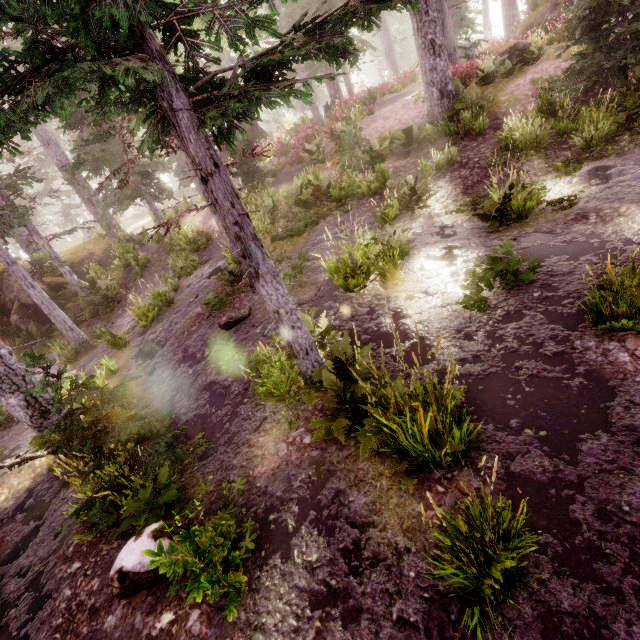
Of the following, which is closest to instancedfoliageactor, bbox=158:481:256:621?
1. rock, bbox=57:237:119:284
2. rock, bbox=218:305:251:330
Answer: rock, bbox=57:237:119:284

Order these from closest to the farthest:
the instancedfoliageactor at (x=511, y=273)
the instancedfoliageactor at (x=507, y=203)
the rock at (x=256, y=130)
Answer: the instancedfoliageactor at (x=511, y=273) < the instancedfoliageactor at (x=507, y=203) < the rock at (x=256, y=130)

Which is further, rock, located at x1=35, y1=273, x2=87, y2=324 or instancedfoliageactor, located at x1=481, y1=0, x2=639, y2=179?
rock, located at x1=35, y1=273, x2=87, y2=324

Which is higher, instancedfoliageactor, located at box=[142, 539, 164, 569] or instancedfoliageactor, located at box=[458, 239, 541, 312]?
instancedfoliageactor, located at box=[142, 539, 164, 569]

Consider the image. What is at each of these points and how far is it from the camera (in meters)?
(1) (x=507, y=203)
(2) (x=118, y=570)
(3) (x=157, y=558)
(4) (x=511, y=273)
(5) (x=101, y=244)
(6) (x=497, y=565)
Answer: (1) instancedfoliageactor, 6.84
(2) rock, 3.44
(3) instancedfoliageactor, 2.69
(4) instancedfoliageactor, 5.21
(5) rock, 18.83
(6) instancedfoliageactor, 2.16

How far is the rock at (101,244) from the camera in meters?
17.4 m

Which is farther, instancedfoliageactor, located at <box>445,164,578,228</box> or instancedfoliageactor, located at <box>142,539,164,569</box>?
instancedfoliageactor, located at <box>445,164,578,228</box>

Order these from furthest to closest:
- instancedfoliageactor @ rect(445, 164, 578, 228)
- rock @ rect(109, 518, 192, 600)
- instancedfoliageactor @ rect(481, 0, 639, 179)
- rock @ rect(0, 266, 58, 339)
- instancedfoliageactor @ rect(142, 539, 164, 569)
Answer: rock @ rect(0, 266, 58, 339) → instancedfoliageactor @ rect(481, 0, 639, 179) → instancedfoliageactor @ rect(445, 164, 578, 228) → rock @ rect(109, 518, 192, 600) → instancedfoliageactor @ rect(142, 539, 164, 569)
